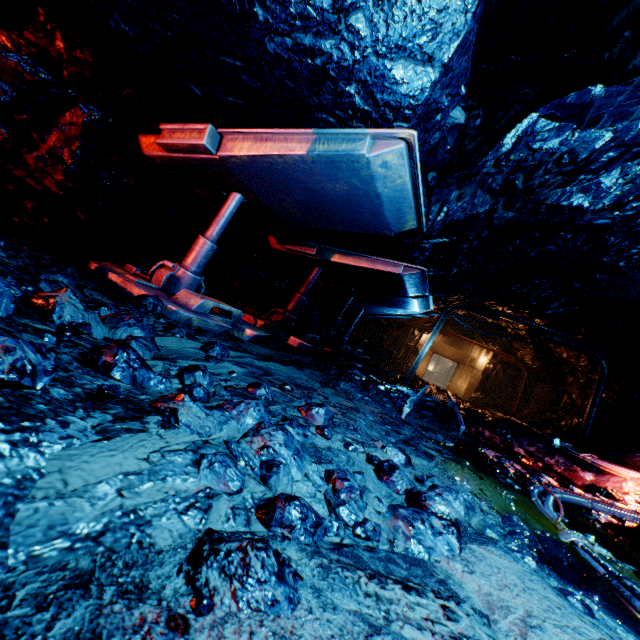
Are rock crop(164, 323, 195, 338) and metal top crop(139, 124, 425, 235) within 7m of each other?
yes

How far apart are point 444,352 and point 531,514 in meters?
21.8

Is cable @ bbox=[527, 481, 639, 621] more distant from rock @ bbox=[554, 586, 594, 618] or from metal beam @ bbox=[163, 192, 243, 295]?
metal beam @ bbox=[163, 192, 243, 295]

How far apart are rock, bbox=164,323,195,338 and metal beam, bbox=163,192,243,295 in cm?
142

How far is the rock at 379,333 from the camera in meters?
14.4 m

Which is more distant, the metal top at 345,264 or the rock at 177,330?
the metal top at 345,264

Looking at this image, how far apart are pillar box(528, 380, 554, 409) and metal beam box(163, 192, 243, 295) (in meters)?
20.91

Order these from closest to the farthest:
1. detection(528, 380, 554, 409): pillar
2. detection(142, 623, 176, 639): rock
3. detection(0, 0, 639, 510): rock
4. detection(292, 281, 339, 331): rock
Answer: detection(142, 623, 176, 639): rock
detection(0, 0, 639, 510): rock
detection(292, 281, 339, 331): rock
detection(528, 380, 554, 409): pillar
